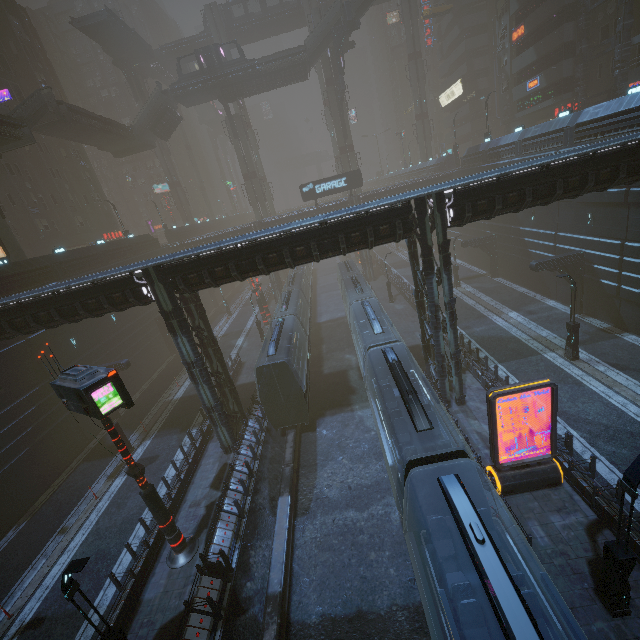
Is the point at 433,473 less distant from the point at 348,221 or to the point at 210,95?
the point at 348,221

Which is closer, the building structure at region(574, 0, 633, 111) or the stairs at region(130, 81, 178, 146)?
the building structure at region(574, 0, 633, 111)

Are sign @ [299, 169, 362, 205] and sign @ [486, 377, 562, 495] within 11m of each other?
no

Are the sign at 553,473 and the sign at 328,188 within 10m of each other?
no

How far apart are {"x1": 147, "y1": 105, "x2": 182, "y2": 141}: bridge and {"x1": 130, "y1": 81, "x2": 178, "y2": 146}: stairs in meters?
0.0

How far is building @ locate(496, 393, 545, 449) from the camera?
14.70m

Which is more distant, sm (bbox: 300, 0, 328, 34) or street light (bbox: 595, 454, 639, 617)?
sm (bbox: 300, 0, 328, 34)

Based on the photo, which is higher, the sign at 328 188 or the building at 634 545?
the sign at 328 188
